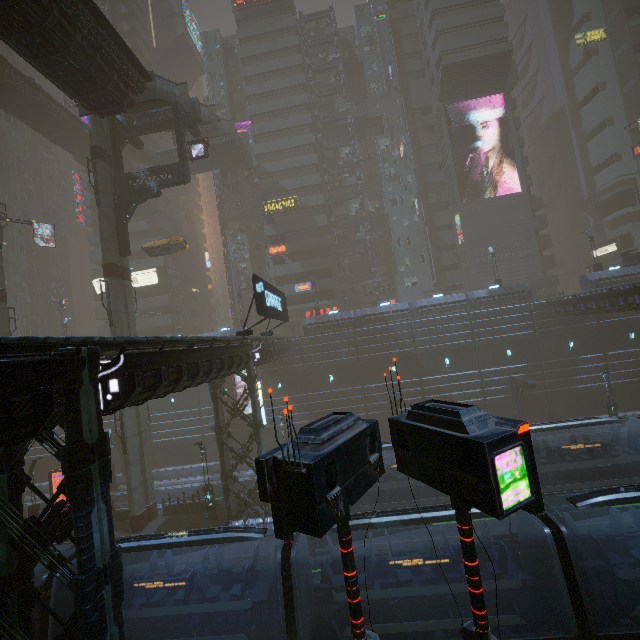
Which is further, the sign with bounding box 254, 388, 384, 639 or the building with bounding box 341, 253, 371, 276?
the building with bounding box 341, 253, 371, 276

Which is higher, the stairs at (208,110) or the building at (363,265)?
the stairs at (208,110)

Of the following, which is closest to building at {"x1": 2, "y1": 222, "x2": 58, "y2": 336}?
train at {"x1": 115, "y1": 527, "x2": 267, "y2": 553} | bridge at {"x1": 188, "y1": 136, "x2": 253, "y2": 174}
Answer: bridge at {"x1": 188, "y1": 136, "x2": 253, "y2": 174}

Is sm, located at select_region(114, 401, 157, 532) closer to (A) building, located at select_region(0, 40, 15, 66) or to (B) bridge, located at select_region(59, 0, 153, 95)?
(A) building, located at select_region(0, 40, 15, 66)

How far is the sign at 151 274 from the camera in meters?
48.2 m

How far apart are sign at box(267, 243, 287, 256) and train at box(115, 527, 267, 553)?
37.2 meters

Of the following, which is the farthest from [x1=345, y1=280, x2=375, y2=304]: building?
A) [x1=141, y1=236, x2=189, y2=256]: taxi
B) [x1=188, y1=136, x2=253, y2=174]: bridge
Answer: [x1=141, y1=236, x2=189, y2=256]: taxi

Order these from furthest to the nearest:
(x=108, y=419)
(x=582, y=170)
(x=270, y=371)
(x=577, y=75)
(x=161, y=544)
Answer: (x=582, y=170)
(x=577, y=75)
(x=108, y=419)
(x=270, y=371)
(x=161, y=544)
